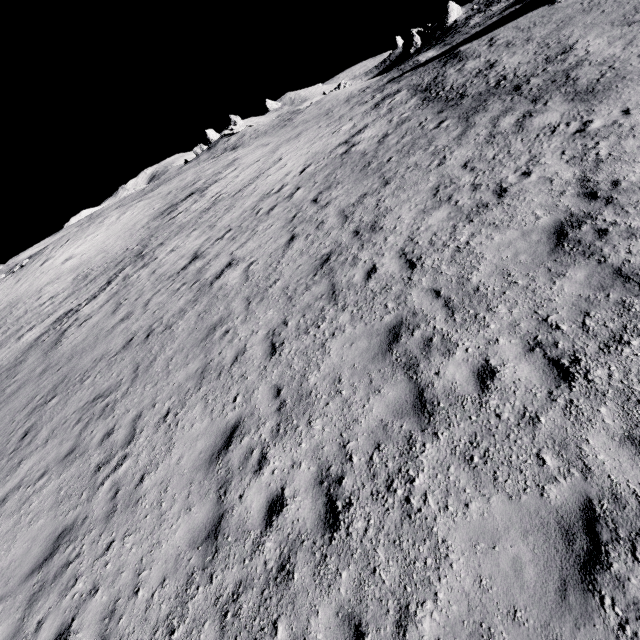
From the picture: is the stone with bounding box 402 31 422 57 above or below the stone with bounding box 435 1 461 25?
below

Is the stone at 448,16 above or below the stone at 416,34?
above

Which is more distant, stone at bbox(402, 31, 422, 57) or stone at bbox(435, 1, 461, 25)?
stone at bbox(402, 31, 422, 57)

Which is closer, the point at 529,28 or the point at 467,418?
the point at 467,418

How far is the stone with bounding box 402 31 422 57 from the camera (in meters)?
57.69

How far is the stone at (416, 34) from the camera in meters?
57.7 m
